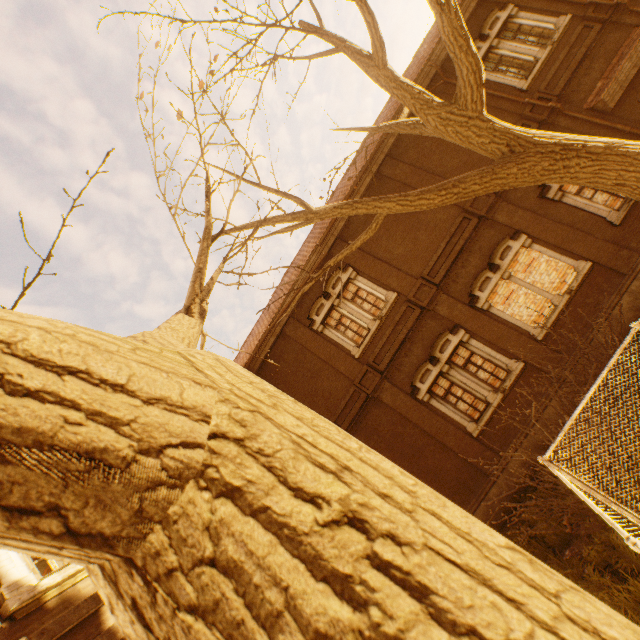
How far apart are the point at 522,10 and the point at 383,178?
8.2 meters

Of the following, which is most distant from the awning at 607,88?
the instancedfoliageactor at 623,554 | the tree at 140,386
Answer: the instancedfoliageactor at 623,554

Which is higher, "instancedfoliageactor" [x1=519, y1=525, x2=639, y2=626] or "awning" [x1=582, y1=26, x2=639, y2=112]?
"awning" [x1=582, y1=26, x2=639, y2=112]

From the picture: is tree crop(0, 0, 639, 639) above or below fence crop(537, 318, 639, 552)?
above

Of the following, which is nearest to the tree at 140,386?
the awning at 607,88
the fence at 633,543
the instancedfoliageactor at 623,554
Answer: the fence at 633,543

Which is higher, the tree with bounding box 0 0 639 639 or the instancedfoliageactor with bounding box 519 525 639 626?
the tree with bounding box 0 0 639 639

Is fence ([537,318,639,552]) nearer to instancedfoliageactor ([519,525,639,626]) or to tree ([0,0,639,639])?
tree ([0,0,639,639])
